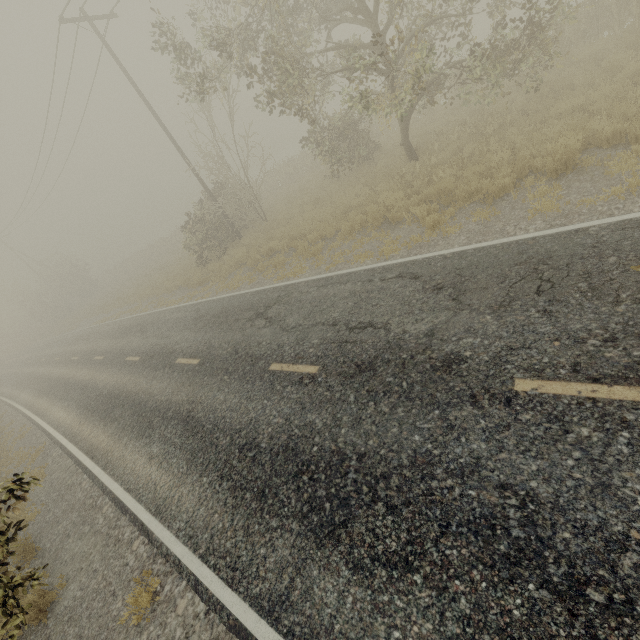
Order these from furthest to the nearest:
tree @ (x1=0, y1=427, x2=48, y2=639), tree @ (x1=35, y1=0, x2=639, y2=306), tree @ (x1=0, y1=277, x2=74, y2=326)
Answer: tree @ (x1=0, y1=277, x2=74, y2=326), tree @ (x1=35, y1=0, x2=639, y2=306), tree @ (x1=0, y1=427, x2=48, y2=639)

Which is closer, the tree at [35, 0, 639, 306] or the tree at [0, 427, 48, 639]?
the tree at [0, 427, 48, 639]

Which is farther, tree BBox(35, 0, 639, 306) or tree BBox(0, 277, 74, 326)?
tree BBox(0, 277, 74, 326)

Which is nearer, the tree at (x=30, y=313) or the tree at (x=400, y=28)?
the tree at (x=400, y=28)

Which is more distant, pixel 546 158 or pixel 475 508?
pixel 546 158
